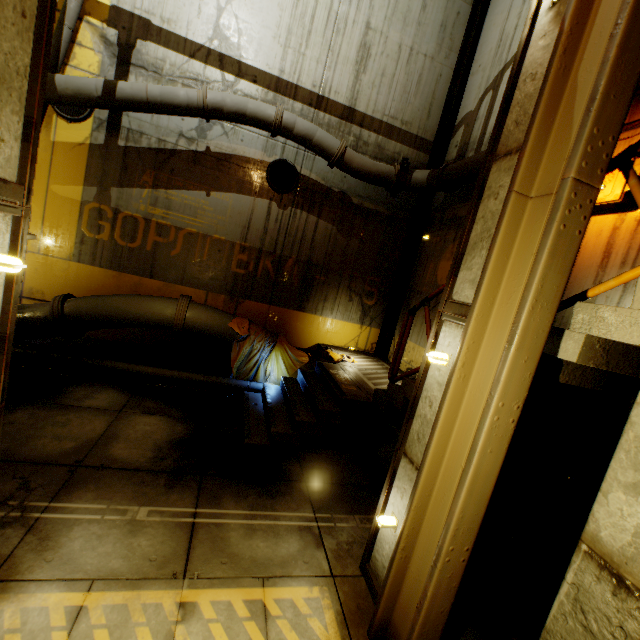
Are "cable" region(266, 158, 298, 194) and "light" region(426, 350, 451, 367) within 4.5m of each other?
no

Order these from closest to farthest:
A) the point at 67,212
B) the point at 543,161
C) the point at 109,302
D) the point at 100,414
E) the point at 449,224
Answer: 1. the point at 543,161
2. the point at 100,414
3. the point at 109,302
4. the point at 67,212
5. the point at 449,224

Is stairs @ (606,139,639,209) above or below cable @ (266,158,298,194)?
below

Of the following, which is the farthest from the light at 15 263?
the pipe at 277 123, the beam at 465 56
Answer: the beam at 465 56

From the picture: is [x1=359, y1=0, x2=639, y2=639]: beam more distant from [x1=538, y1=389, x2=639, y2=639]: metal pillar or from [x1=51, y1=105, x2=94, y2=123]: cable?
[x1=51, y1=105, x2=94, y2=123]: cable

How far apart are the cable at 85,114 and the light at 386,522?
9.31m

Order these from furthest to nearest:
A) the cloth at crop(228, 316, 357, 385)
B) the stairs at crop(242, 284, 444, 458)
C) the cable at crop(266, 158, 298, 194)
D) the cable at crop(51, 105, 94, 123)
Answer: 1. the cable at crop(266, 158, 298, 194)
2. the cloth at crop(228, 316, 357, 385)
3. the cable at crop(51, 105, 94, 123)
4. the stairs at crop(242, 284, 444, 458)

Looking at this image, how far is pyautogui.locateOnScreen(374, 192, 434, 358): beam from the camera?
8.78m
